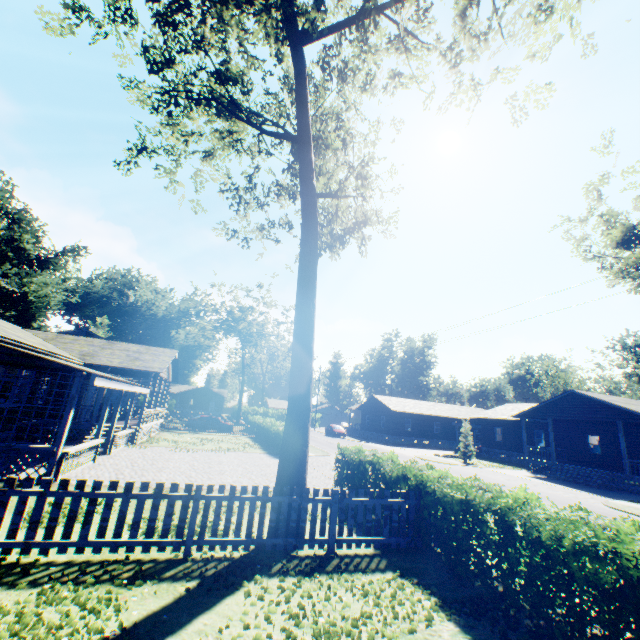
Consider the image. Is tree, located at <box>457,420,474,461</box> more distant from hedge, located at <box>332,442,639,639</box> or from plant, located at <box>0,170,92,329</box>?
plant, located at <box>0,170,92,329</box>

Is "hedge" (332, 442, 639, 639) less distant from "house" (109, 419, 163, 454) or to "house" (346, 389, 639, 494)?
"house" (109, 419, 163, 454)

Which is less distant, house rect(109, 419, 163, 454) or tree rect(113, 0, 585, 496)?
tree rect(113, 0, 585, 496)

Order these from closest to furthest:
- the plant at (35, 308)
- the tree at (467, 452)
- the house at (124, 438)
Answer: the house at (124, 438)
the tree at (467, 452)
the plant at (35, 308)

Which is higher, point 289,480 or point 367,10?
point 367,10

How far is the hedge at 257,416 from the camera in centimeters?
2357cm

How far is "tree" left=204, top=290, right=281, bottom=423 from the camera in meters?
49.1

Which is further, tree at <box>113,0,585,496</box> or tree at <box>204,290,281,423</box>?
tree at <box>204,290,281,423</box>
